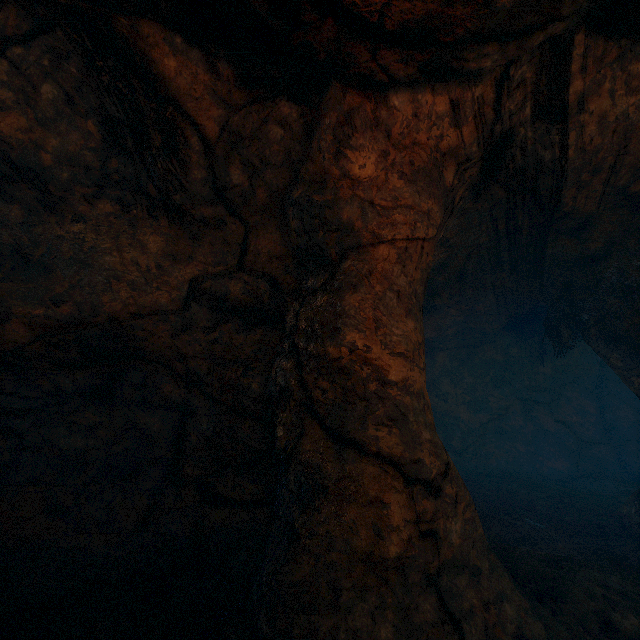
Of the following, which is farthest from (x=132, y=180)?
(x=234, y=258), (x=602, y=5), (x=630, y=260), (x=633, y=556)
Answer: (x=633, y=556)
